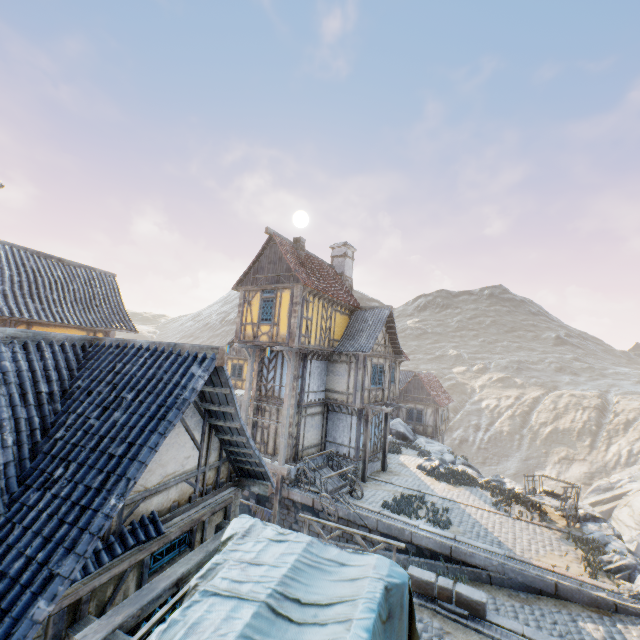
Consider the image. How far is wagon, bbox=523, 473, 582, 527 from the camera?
14.0m

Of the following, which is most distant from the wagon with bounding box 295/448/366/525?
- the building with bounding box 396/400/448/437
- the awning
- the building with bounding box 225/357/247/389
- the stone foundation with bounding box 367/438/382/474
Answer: the building with bounding box 396/400/448/437

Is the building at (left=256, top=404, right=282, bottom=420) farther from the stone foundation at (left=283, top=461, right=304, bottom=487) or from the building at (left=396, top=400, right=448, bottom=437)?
the building at (left=396, top=400, right=448, bottom=437)

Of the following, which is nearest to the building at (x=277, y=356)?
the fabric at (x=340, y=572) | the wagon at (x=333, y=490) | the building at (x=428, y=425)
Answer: the wagon at (x=333, y=490)

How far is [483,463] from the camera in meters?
47.0

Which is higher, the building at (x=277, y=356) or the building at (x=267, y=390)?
the building at (x=277, y=356)

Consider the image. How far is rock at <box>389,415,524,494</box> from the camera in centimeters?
1875cm
